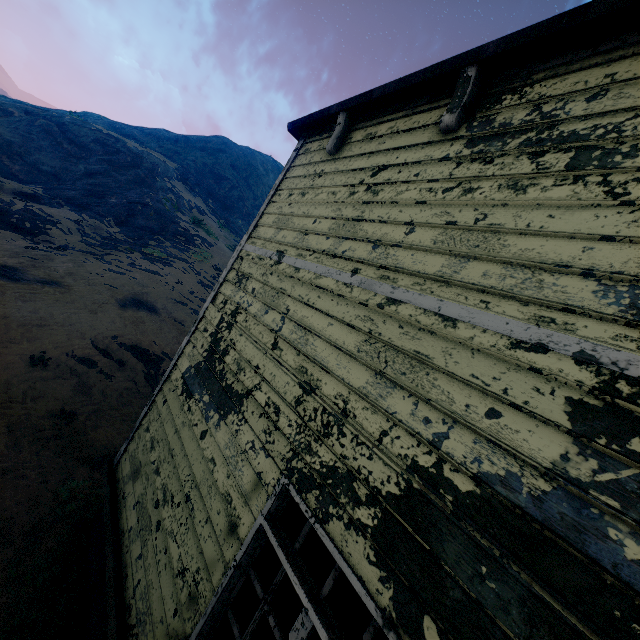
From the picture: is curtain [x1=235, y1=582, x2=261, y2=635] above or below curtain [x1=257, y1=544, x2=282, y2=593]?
below

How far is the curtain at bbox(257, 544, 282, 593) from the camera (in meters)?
2.40

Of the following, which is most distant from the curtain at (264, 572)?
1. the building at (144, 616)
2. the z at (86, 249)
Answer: the z at (86, 249)

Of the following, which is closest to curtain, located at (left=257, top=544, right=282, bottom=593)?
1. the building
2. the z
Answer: the building

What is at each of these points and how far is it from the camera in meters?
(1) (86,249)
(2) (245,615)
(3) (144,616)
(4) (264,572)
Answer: (1) z, 15.9 m
(2) curtain, 2.4 m
(3) building, 3.0 m
(4) curtain, 2.5 m

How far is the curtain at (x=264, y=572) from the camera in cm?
240

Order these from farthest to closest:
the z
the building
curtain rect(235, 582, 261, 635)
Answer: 1. the z
2. curtain rect(235, 582, 261, 635)
3. the building
